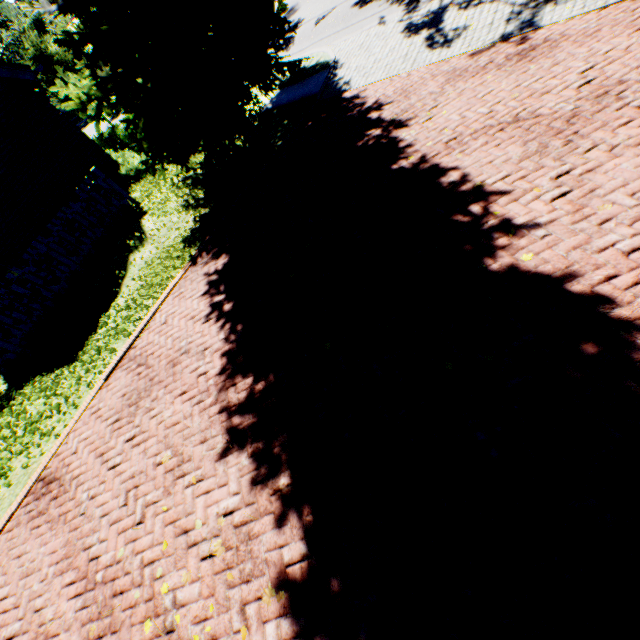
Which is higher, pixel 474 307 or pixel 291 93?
pixel 474 307
